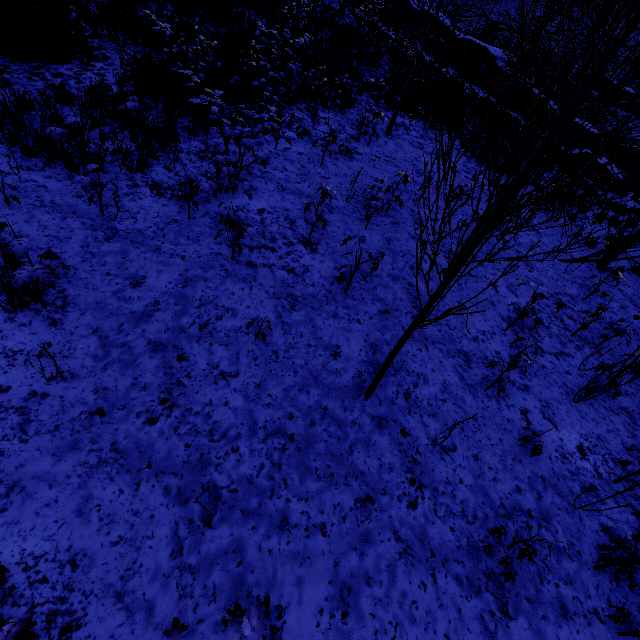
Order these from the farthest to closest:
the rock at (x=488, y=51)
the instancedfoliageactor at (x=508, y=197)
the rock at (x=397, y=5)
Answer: the rock at (x=397, y=5), the rock at (x=488, y=51), the instancedfoliageactor at (x=508, y=197)

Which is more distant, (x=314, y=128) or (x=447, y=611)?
(x=314, y=128)

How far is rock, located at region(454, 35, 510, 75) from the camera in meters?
21.6 m

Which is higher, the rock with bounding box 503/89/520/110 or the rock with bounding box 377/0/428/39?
the rock with bounding box 377/0/428/39

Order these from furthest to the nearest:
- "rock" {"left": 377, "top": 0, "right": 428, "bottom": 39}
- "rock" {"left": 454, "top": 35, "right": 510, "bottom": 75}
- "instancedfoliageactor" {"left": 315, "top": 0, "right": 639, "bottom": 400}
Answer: "rock" {"left": 377, "top": 0, "right": 428, "bottom": 39} → "rock" {"left": 454, "top": 35, "right": 510, "bottom": 75} → "instancedfoliageactor" {"left": 315, "top": 0, "right": 639, "bottom": 400}

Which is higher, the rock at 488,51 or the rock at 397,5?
the rock at 397,5

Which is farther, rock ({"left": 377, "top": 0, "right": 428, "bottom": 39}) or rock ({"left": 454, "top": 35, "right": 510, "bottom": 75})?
rock ({"left": 377, "top": 0, "right": 428, "bottom": 39})
